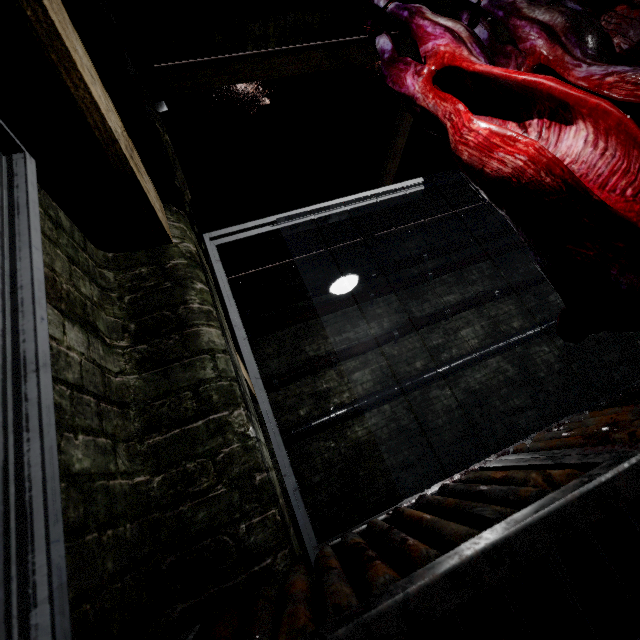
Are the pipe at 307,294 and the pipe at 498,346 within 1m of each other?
no

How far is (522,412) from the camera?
5.0 meters

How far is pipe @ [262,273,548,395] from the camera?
4.73m

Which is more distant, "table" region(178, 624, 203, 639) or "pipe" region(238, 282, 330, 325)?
"pipe" region(238, 282, 330, 325)

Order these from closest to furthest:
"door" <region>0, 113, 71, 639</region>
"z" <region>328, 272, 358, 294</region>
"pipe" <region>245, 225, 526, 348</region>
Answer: "door" <region>0, 113, 71, 639</region>, "z" <region>328, 272, 358, 294</region>, "pipe" <region>245, 225, 526, 348</region>

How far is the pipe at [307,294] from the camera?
5.1m

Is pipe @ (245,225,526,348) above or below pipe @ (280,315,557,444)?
above

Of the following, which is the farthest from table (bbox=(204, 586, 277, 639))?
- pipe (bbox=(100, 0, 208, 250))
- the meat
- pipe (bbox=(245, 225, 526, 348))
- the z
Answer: pipe (bbox=(245, 225, 526, 348))
